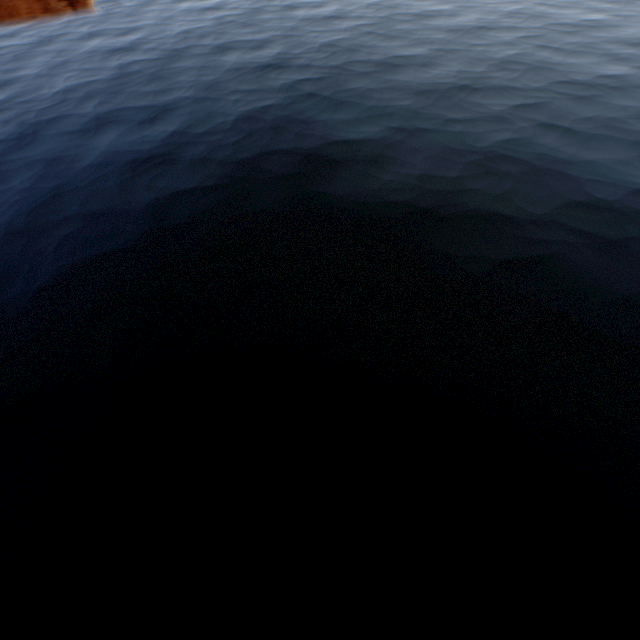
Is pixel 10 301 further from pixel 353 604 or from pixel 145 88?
pixel 145 88
